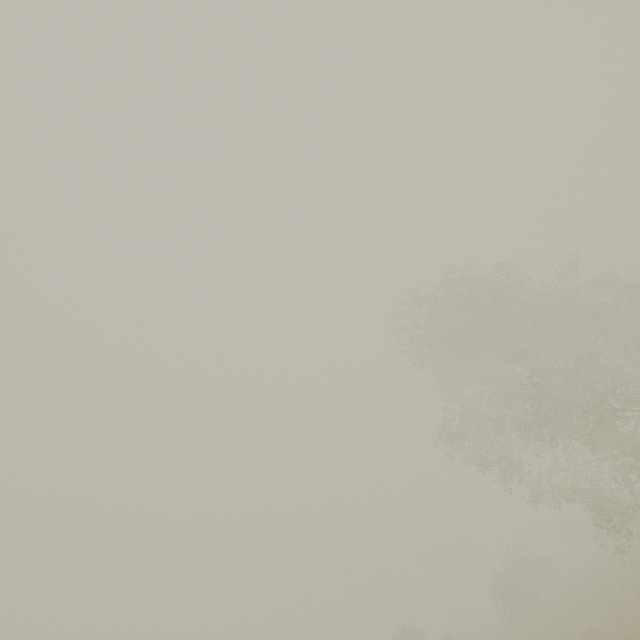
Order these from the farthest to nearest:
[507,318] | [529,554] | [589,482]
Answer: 1. [529,554]
2. [507,318]
3. [589,482]
